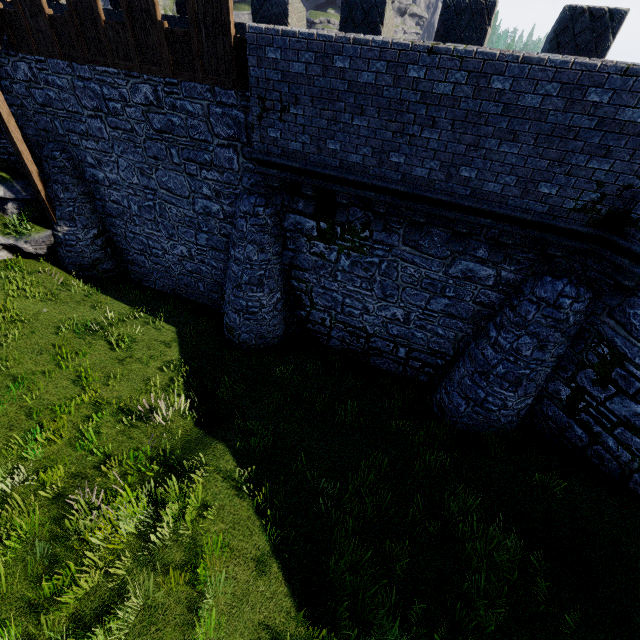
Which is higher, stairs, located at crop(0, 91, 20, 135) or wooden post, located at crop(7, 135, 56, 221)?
stairs, located at crop(0, 91, 20, 135)

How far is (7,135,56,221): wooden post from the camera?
10.7m

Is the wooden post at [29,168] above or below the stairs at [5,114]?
below

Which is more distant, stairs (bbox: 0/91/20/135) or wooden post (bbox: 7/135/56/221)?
wooden post (bbox: 7/135/56/221)

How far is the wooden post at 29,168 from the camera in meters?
10.7

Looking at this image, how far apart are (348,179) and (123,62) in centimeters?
715cm
